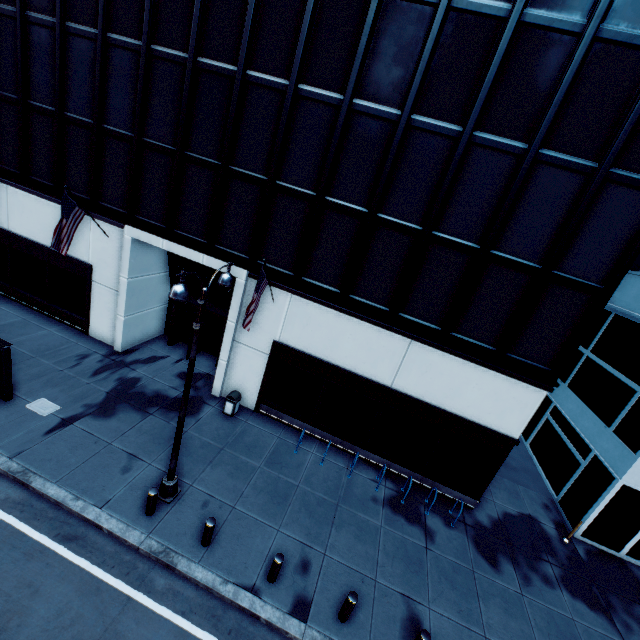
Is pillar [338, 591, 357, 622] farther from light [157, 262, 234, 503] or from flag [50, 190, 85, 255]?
flag [50, 190, 85, 255]

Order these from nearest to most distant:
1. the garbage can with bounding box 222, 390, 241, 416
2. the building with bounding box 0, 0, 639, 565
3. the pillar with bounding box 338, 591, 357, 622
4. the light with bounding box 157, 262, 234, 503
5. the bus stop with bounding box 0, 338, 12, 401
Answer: the light with bounding box 157, 262, 234, 503
the pillar with bounding box 338, 591, 357, 622
the building with bounding box 0, 0, 639, 565
the bus stop with bounding box 0, 338, 12, 401
the garbage can with bounding box 222, 390, 241, 416

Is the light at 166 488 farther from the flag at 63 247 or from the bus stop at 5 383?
the flag at 63 247

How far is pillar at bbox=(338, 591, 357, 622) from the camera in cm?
811

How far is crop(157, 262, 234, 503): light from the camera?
6.77m

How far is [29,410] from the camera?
11.4 meters

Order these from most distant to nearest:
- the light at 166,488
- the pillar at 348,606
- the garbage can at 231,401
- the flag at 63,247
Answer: the garbage can at 231,401 → the flag at 63,247 → the pillar at 348,606 → the light at 166,488

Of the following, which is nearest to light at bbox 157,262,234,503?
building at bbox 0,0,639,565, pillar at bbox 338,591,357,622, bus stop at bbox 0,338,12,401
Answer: building at bbox 0,0,639,565
